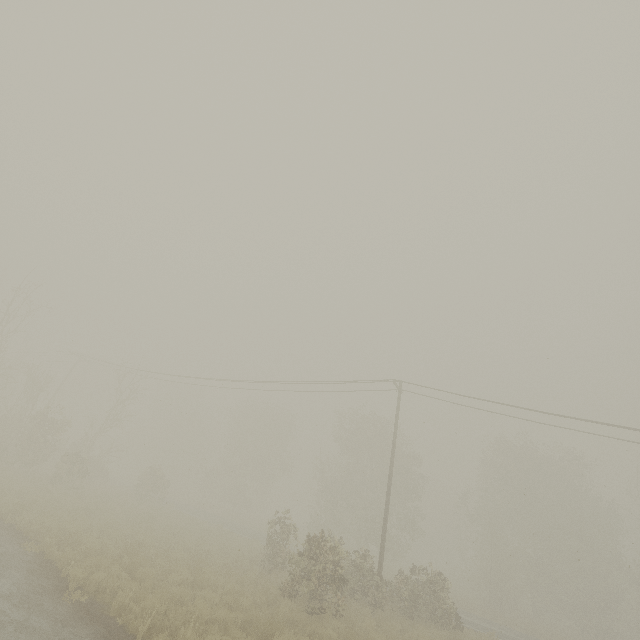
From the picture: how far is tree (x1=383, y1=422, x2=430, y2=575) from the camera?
34.88m

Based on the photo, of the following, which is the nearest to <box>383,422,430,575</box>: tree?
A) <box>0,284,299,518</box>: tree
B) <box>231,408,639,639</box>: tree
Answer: <box>0,284,299,518</box>: tree

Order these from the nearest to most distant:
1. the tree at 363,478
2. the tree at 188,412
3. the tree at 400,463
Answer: Result:
the tree at 363,478
the tree at 188,412
the tree at 400,463

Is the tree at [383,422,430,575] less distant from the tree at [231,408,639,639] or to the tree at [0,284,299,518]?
the tree at [0,284,299,518]

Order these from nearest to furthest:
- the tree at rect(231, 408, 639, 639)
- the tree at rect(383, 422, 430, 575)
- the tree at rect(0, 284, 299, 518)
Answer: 1. the tree at rect(231, 408, 639, 639)
2. the tree at rect(0, 284, 299, 518)
3. the tree at rect(383, 422, 430, 575)

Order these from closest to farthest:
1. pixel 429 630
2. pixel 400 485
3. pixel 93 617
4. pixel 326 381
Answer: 1. pixel 93 617
2. pixel 429 630
3. pixel 326 381
4. pixel 400 485

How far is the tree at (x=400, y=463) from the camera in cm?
3488
